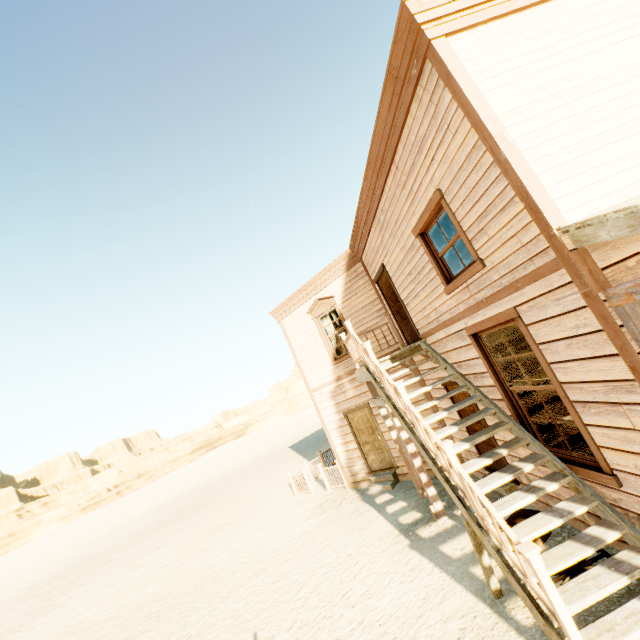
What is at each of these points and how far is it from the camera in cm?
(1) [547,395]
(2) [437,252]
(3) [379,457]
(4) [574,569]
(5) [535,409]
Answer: (1) bar, 827
(2) widow, 565
(3) door, 1036
(4) wagon wheel, 414
(5) curtain, 505

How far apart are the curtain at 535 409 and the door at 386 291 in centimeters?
256cm

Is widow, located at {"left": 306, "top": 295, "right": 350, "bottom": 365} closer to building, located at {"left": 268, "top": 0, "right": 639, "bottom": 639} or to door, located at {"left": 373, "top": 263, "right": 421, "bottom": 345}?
building, located at {"left": 268, "top": 0, "right": 639, "bottom": 639}

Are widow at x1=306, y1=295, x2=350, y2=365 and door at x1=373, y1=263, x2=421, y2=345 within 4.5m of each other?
Result: yes

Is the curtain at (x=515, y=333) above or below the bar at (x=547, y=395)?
above

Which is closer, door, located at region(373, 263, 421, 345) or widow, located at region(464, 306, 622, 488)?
widow, located at region(464, 306, 622, 488)

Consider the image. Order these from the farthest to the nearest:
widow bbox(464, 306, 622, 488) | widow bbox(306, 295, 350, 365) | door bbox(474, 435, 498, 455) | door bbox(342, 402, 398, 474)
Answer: widow bbox(306, 295, 350, 365)
door bbox(342, 402, 398, 474)
door bbox(474, 435, 498, 455)
widow bbox(464, 306, 622, 488)

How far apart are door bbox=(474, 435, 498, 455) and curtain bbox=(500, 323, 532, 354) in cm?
118
